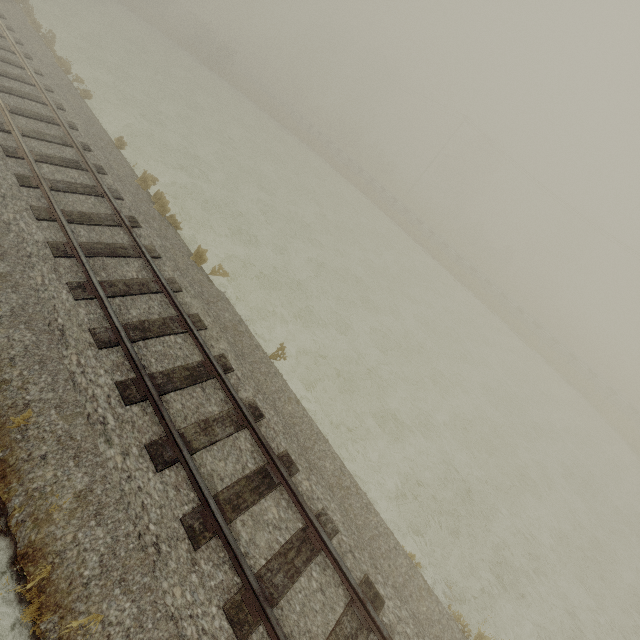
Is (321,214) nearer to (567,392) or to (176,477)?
(176,477)

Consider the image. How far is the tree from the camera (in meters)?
54.94

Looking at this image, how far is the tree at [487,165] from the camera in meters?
54.9
